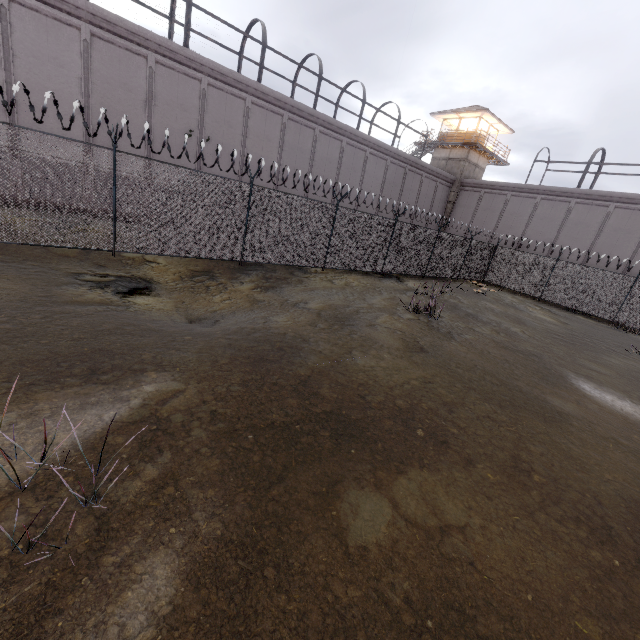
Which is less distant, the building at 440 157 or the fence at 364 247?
the fence at 364 247

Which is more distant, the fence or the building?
the building

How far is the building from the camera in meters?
31.5

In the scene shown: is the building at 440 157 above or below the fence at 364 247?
above

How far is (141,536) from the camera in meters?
2.5

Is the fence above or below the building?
below
